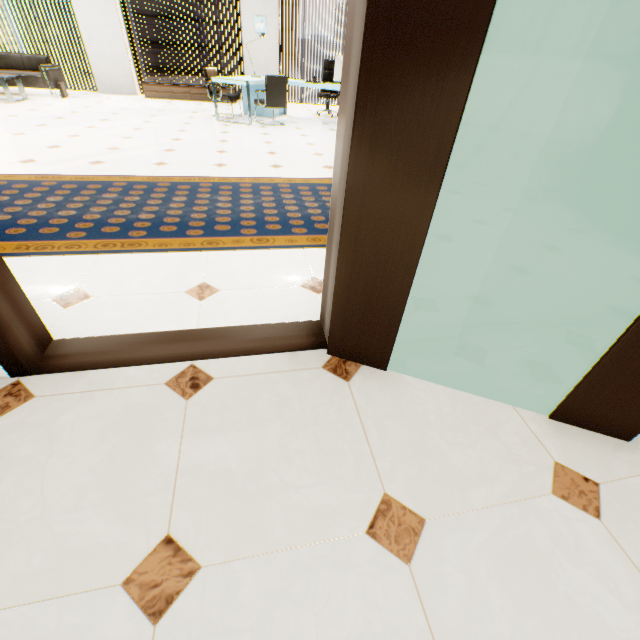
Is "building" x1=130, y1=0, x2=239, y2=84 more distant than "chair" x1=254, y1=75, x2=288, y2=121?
Yes

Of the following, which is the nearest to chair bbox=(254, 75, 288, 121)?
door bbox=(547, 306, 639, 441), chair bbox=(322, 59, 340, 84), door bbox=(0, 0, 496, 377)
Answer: chair bbox=(322, 59, 340, 84)

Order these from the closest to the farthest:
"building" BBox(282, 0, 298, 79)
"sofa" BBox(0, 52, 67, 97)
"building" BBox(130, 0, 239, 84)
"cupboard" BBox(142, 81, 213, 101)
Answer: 1. "sofa" BBox(0, 52, 67, 97)
2. "cupboard" BBox(142, 81, 213, 101)
3. "building" BBox(130, 0, 239, 84)
4. "building" BBox(282, 0, 298, 79)

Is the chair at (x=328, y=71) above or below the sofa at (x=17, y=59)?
above

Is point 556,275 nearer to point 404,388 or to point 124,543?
point 404,388

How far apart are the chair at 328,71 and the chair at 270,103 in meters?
1.7 m

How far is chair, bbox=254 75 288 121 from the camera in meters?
6.4

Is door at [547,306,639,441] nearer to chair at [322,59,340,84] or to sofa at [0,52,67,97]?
chair at [322,59,340,84]
